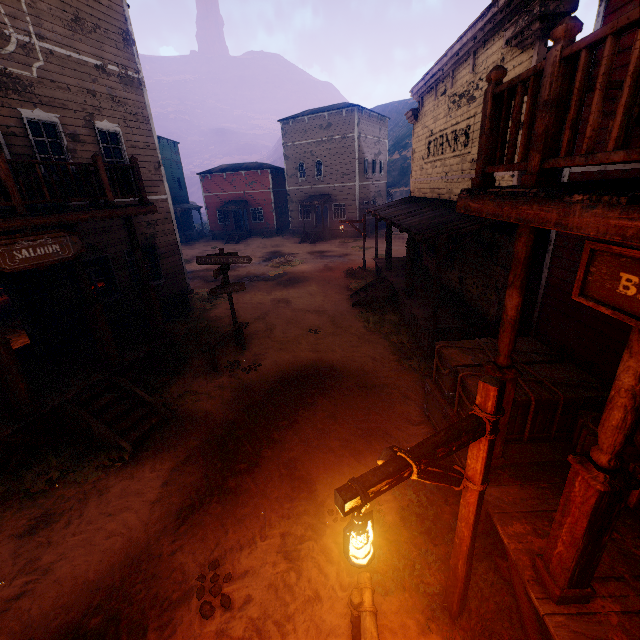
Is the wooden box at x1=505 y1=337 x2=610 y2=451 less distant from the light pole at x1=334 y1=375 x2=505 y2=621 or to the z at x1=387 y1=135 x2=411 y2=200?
the z at x1=387 y1=135 x2=411 y2=200

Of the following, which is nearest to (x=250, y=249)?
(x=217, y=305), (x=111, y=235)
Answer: (x=217, y=305)

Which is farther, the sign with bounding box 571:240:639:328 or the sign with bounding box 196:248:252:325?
the sign with bounding box 196:248:252:325

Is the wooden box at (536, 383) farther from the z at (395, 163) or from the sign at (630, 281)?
the sign at (630, 281)

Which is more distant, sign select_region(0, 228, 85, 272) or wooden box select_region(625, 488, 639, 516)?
sign select_region(0, 228, 85, 272)

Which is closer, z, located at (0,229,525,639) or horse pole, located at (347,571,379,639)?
horse pole, located at (347,571,379,639)

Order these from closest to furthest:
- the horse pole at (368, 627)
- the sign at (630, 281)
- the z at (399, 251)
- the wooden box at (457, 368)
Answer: the sign at (630, 281), the horse pole at (368, 627), the wooden box at (457, 368), the z at (399, 251)

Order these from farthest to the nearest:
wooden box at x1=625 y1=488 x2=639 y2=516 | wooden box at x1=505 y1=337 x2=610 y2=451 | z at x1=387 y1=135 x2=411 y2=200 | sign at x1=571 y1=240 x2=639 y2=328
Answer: z at x1=387 y1=135 x2=411 y2=200 < wooden box at x1=505 y1=337 x2=610 y2=451 < wooden box at x1=625 y1=488 x2=639 y2=516 < sign at x1=571 y1=240 x2=639 y2=328
